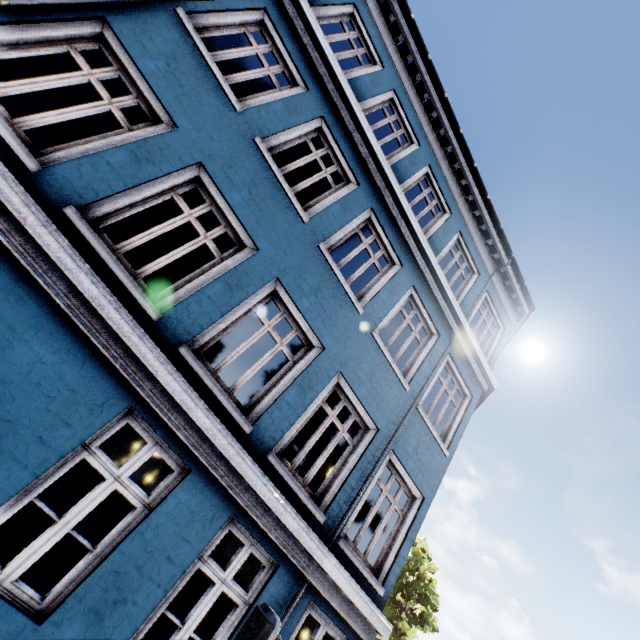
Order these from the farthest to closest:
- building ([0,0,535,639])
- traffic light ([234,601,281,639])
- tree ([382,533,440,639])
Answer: tree ([382,533,440,639]), building ([0,0,535,639]), traffic light ([234,601,281,639])

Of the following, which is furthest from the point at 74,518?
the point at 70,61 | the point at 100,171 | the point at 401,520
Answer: the point at 70,61

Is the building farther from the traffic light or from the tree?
the tree

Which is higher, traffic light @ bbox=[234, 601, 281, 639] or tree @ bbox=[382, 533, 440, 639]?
tree @ bbox=[382, 533, 440, 639]

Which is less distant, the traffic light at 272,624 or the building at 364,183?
the traffic light at 272,624

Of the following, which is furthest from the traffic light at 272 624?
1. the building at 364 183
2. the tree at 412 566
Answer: the tree at 412 566

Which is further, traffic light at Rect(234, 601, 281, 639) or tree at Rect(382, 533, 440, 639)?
tree at Rect(382, 533, 440, 639)
